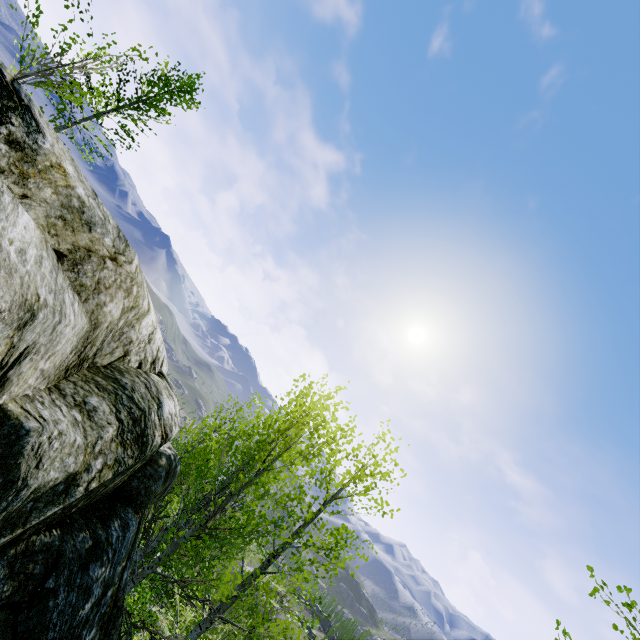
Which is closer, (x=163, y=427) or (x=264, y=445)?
(x=163, y=427)

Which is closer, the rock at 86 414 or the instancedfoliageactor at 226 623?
the rock at 86 414

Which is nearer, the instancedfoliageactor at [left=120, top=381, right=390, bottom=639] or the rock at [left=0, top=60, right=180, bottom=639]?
the rock at [left=0, top=60, right=180, bottom=639]
